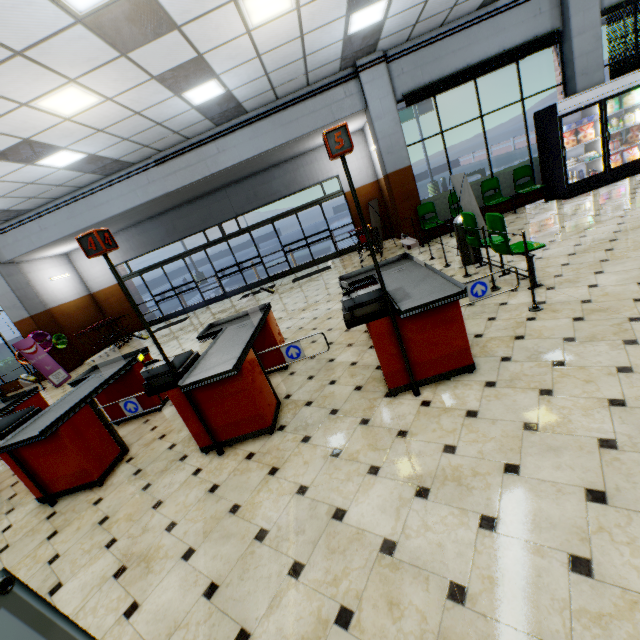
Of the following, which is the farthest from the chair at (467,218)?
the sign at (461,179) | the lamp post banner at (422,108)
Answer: the lamp post banner at (422,108)

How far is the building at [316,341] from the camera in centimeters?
520cm

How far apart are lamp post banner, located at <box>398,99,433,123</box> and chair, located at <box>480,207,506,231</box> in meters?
19.1

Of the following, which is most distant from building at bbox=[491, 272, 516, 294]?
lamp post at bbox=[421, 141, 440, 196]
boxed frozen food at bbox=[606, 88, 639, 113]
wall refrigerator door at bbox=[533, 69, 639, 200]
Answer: lamp post at bbox=[421, 141, 440, 196]

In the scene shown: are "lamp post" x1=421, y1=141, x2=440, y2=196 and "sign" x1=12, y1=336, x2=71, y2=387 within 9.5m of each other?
no

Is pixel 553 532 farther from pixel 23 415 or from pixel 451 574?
pixel 23 415

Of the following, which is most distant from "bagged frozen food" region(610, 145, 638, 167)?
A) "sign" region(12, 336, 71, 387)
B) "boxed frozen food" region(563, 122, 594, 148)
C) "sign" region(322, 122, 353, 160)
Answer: "sign" region(12, 336, 71, 387)

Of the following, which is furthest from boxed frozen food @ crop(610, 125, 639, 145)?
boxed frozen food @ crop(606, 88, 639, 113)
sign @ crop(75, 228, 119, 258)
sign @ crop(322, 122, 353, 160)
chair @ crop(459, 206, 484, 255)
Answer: sign @ crop(75, 228, 119, 258)
